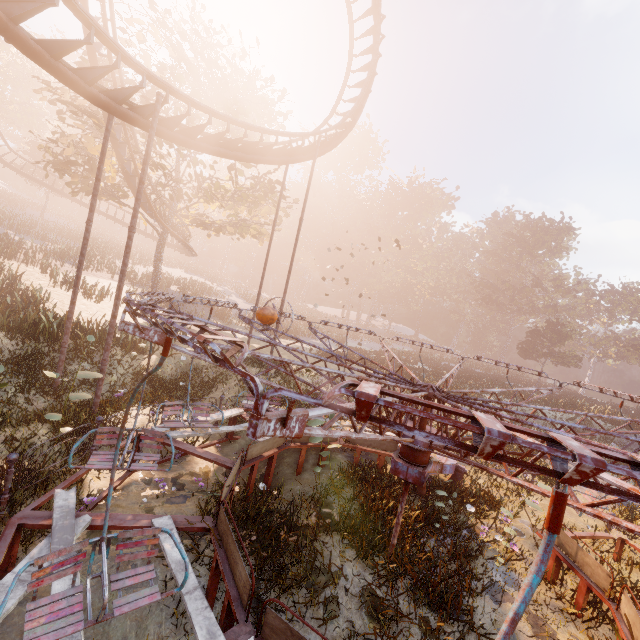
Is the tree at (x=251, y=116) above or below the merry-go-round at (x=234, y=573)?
above

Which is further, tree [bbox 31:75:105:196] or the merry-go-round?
tree [bbox 31:75:105:196]

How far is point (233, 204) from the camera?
25.1m

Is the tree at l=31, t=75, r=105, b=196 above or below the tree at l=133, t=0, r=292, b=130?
below

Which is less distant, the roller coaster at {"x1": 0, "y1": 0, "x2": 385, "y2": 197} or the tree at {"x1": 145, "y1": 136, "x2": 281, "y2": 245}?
the roller coaster at {"x1": 0, "y1": 0, "x2": 385, "y2": 197}

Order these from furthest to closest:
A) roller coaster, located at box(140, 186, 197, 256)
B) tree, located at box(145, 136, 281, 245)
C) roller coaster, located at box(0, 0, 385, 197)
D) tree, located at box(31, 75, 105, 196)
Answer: roller coaster, located at box(140, 186, 197, 256)
tree, located at box(145, 136, 281, 245)
tree, located at box(31, 75, 105, 196)
roller coaster, located at box(0, 0, 385, 197)

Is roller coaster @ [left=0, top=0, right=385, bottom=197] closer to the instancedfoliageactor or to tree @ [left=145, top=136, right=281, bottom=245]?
tree @ [left=145, top=136, right=281, bottom=245]
